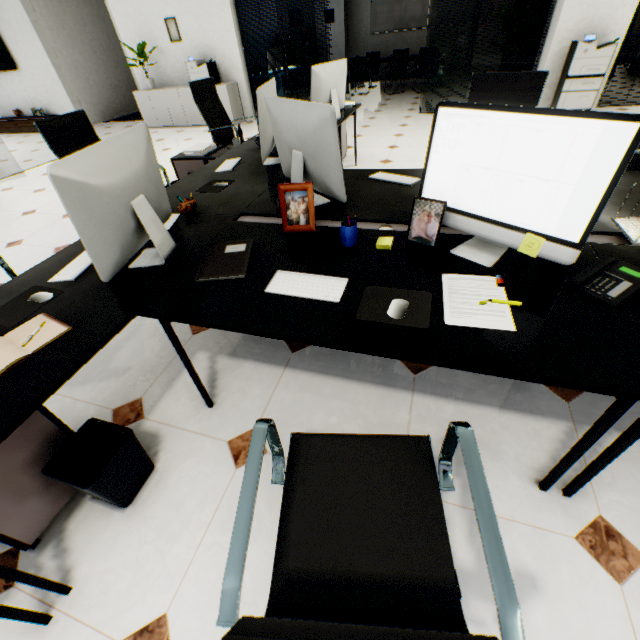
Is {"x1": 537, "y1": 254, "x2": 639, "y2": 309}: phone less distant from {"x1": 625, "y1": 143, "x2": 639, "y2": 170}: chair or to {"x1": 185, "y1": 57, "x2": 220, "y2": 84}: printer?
{"x1": 625, "y1": 143, "x2": 639, "y2": 170}: chair

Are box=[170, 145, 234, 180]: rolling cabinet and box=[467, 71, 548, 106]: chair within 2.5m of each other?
yes

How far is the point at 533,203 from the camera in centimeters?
111cm

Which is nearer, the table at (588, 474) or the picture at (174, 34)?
the table at (588, 474)

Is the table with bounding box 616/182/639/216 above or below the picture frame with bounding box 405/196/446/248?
below

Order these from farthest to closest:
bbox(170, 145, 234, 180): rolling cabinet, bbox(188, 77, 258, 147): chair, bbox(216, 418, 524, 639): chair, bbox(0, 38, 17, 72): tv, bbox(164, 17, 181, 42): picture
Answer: bbox(0, 38, 17, 72): tv
bbox(164, 17, 181, 42): picture
bbox(188, 77, 258, 147): chair
bbox(170, 145, 234, 180): rolling cabinet
bbox(216, 418, 524, 639): chair

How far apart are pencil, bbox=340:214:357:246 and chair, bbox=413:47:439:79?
9.9m

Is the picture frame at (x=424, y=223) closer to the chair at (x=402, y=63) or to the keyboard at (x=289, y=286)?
the keyboard at (x=289, y=286)
